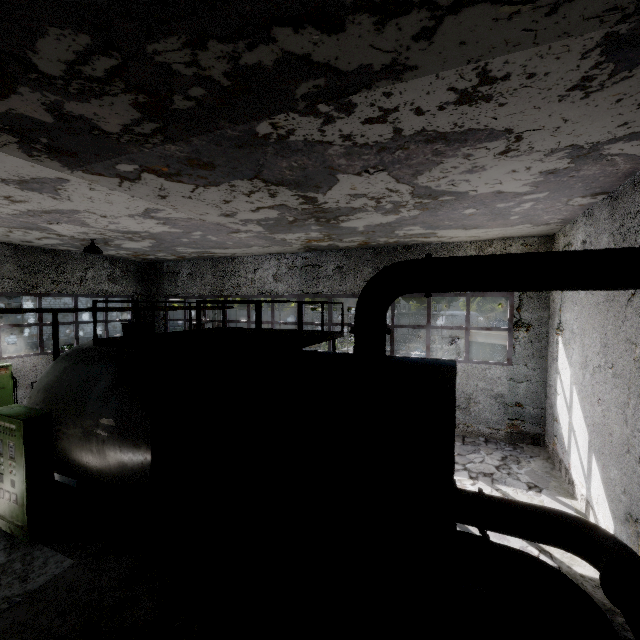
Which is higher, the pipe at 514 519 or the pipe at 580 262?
the pipe at 580 262

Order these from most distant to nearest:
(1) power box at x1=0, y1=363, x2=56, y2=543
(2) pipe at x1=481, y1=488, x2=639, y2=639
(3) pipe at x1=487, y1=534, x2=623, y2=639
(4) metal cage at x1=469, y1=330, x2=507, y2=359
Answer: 1. (4) metal cage at x1=469, y1=330, x2=507, y2=359
2. (1) power box at x1=0, y1=363, x2=56, y2=543
3. (2) pipe at x1=481, y1=488, x2=639, y2=639
4. (3) pipe at x1=487, y1=534, x2=623, y2=639

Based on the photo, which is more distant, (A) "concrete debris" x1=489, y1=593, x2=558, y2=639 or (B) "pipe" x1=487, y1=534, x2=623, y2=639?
(A) "concrete debris" x1=489, y1=593, x2=558, y2=639

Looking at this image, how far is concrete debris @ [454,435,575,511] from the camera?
7.9m

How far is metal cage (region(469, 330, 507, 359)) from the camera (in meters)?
13.33

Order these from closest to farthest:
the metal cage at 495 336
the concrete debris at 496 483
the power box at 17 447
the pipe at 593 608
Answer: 1. the pipe at 593 608
2. the power box at 17 447
3. the concrete debris at 496 483
4. the metal cage at 495 336

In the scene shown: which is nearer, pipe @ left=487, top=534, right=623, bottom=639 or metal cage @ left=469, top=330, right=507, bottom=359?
pipe @ left=487, top=534, right=623, bottom=639

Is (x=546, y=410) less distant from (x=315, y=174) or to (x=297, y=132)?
(x=315, y=174)
